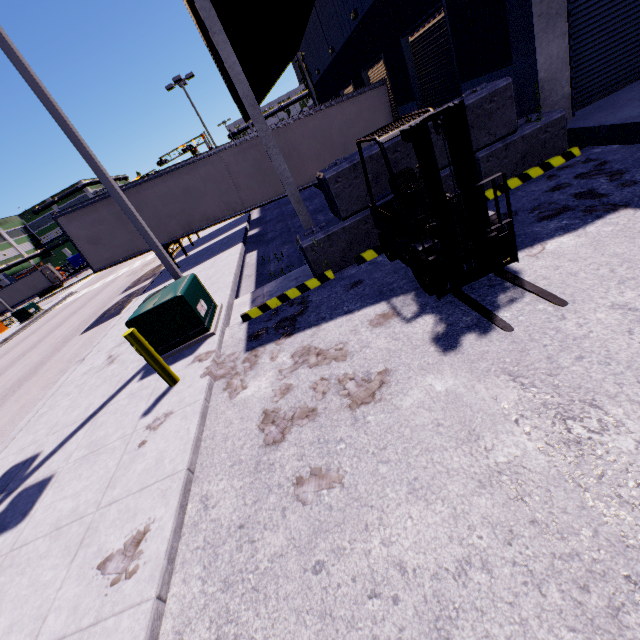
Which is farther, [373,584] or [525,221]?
[525,221]

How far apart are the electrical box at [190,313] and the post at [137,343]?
1.0m

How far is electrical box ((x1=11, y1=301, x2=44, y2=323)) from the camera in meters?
27.1 m

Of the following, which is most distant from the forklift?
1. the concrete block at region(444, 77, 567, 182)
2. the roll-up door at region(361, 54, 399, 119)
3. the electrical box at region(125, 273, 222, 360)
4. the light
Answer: the roll-up door at region(361, 54, 399, 119)

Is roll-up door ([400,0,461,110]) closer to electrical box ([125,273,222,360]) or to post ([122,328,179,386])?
electrical box ([125,273,222,360])

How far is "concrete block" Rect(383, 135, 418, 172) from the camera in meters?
6.1 m

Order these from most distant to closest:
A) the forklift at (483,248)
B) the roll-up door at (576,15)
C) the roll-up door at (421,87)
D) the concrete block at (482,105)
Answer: the roll-up door at (421,87) → the roll-up door at (576,15) → the concrete block at (482,105) → the forklift at (483,248)

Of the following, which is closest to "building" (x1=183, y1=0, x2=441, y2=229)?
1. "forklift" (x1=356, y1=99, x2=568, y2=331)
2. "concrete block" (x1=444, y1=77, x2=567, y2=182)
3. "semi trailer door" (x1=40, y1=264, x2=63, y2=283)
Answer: "concrete block" (x1=444, y1=77, x2=567, y2=182)
